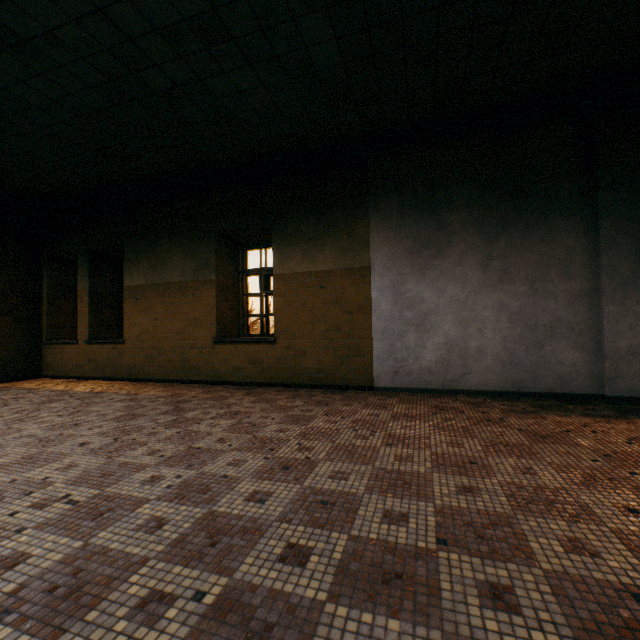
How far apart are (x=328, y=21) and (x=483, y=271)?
3.5m
